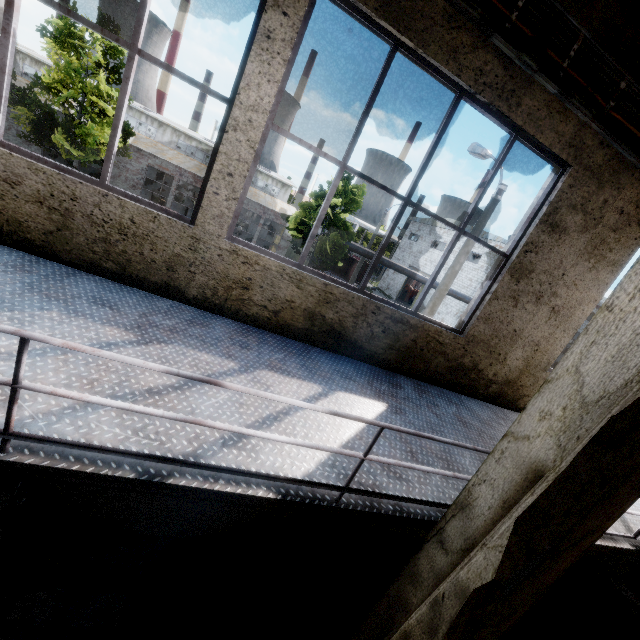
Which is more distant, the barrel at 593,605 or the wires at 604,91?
the barrel at 593,605

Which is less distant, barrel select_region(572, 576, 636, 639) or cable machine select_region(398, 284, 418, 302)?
barrel select_region(572, 576, 636, 639)

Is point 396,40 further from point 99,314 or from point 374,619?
point 374,619

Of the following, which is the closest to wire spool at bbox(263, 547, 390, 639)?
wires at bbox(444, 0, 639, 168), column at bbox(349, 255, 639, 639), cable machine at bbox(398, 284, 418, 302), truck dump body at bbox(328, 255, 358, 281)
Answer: column at bbox(349, 255, 639, 639)

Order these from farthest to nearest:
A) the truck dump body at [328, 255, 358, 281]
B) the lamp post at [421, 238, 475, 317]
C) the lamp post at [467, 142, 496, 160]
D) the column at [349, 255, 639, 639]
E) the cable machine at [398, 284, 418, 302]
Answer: the cable machine at [398, 284, 418, 302], the truck dump body at [328, 255, 358, 281], the lamp post at [467, 142, 496, 160], the lamp post at [421, 238, 475, 317], the column at [349, 255, 639, 639]

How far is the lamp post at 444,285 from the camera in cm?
950

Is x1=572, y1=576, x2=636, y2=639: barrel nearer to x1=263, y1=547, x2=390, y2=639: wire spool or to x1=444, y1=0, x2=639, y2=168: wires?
x1=263, y1=547, x2=390, y2=639: wire spool

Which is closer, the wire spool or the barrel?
the wire spool
